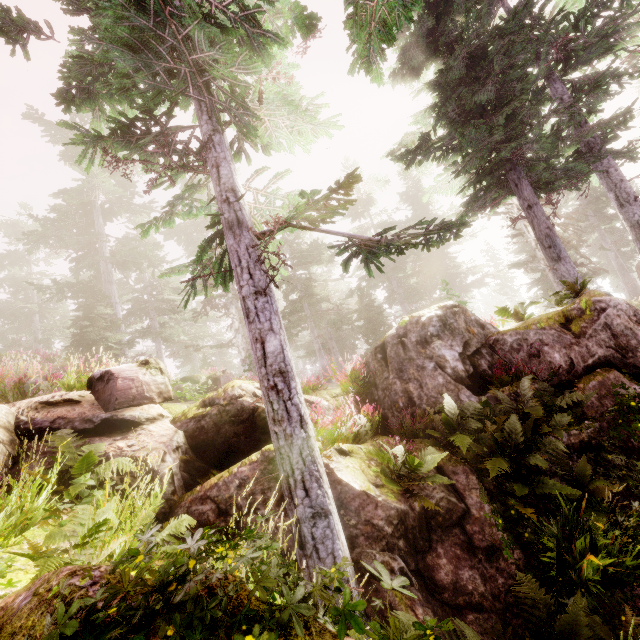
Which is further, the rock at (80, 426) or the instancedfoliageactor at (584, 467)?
the rock at (80, 426)

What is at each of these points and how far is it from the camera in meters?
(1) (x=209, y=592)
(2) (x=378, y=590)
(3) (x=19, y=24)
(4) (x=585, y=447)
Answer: (1) rock, 1.7 m
(2) rock, 4.4 m
(3) instancedfoliageactor, 4.8 m
(4) rock, 6.4 m

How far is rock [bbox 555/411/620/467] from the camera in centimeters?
621cm

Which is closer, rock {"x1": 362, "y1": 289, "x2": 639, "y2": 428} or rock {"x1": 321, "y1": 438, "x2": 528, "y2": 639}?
rock {"x1": 321, "y1": 438, "x2": 528, "y2": 639}

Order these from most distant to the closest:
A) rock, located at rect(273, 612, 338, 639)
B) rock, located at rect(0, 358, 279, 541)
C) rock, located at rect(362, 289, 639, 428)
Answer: rock, located at rect(362, 289, 639, 428) < rock, located at rect(0, 358, 279, 541) < rock, located at rect(273, 612, 338, 639)

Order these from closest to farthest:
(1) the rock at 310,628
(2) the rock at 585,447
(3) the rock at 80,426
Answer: (1) the rock at 310,628 < (3) the rock at 80,426 < (2) the rock at 585,447
